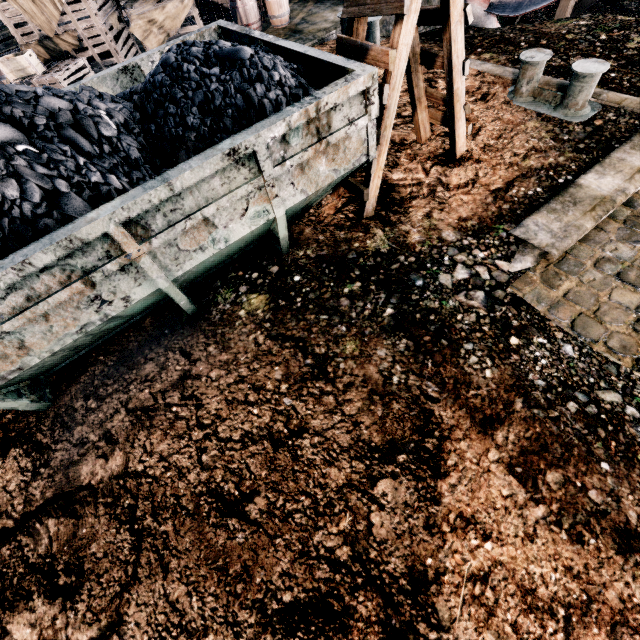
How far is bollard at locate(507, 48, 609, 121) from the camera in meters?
7.1

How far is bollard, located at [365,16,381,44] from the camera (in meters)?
→ 10.59

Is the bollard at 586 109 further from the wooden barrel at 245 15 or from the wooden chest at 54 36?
the wooden chest at 54 36

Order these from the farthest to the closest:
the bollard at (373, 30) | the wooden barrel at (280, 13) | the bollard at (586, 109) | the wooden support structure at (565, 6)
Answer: the wooden barrel at (280, 13)
the wooden support structure at (565, 6)
the bollard at (373, 30)
the bollard at (586, 109)

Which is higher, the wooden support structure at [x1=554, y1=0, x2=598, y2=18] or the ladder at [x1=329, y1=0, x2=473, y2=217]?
the ladder at [x1=329, y1=0, x2=473, y2=217]

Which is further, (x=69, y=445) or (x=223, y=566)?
(x=69, y=445)

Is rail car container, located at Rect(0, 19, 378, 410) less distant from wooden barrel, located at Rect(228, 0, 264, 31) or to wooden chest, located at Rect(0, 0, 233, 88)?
wooden chest, located at Rect(0, 0, 233, 88)

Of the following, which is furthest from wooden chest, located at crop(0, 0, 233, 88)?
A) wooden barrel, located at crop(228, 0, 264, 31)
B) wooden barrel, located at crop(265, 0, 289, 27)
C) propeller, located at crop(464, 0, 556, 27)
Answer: propeller, located at crop(464, 0, 556, 27)
